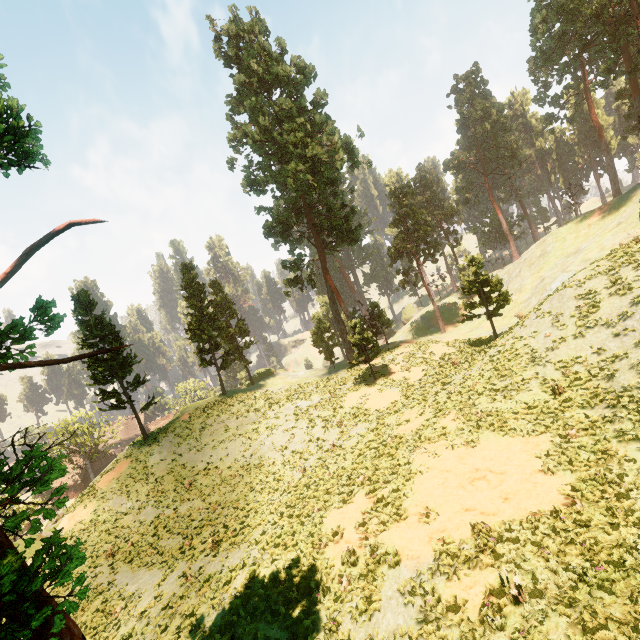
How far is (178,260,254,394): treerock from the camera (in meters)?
36.69

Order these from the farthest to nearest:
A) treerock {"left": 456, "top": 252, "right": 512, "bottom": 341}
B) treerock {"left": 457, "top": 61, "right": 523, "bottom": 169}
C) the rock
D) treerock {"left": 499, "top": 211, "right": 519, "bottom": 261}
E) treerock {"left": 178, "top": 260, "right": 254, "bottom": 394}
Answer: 1. treerock {"left": 499, "top": 211, "right": 519, "bottom": 261}
2. treerock {"left": 457, "top": 61, "right": 523, "bottom": 169}
3. the rock
4. treerock {"left": 178, "top": 260, "right": 254, "bottom": 394}
5. treerock {"left": 456, "top": 252, "right": 512, "bottom": 341}

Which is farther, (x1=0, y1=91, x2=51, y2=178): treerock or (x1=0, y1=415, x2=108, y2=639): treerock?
(x1=0, y1=91, x2=51, y2=178): treerock

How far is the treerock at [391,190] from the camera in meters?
48.5 m

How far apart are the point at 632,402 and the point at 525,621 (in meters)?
8.98

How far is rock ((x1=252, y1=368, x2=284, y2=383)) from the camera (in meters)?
51.41

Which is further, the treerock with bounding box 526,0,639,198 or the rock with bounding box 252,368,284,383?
the rock with bounding box 252,368,284,383

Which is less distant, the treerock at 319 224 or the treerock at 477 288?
the treerock at 477 288
